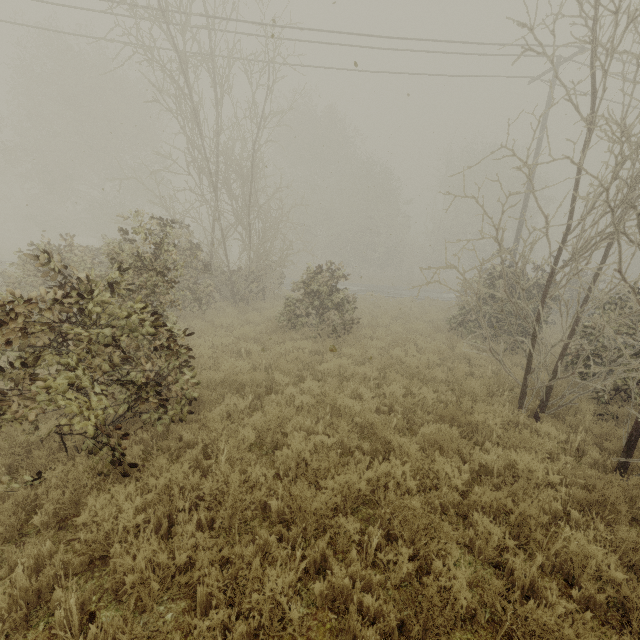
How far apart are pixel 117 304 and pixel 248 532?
3.9 meters
